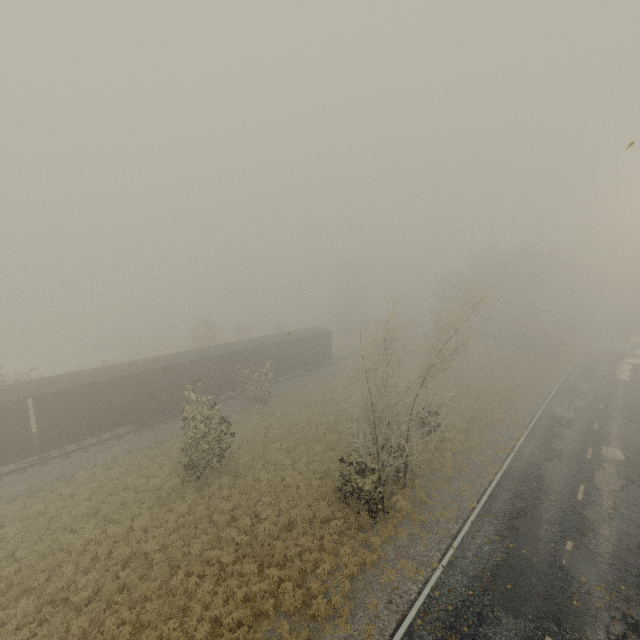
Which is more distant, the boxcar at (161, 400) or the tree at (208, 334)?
the tree at (208, 334)

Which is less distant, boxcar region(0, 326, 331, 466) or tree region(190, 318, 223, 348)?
boxcar region(0, 326, 331, 466)

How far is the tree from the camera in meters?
39.8 m

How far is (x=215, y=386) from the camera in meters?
27.3 m

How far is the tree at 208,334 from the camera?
39.81m
